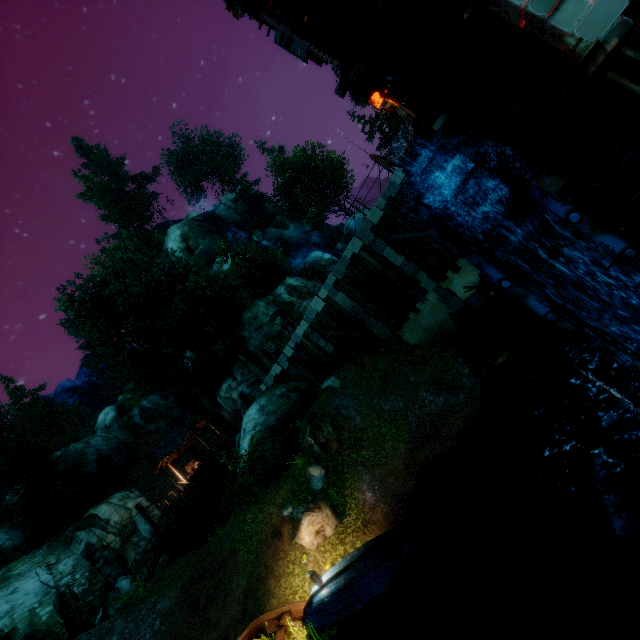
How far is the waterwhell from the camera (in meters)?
6.71

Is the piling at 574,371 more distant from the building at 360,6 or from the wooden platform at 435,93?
the wooden platform at 435,93

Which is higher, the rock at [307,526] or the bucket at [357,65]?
the bucket at [357,65]

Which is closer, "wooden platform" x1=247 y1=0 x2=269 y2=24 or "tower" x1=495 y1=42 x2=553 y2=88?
"wooden platform" x1=247 y1=0 x2=269 y2=24

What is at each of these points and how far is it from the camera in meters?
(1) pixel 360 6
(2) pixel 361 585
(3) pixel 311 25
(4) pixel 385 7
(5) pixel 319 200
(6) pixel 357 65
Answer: (1) building, 6.7 m
(2) boat, 8.8 m
(3) wooden platform, 6.2 m
(4) tower, 5.2 m
(5) tree, 43.2 m
(6) bucket, 4.7 m

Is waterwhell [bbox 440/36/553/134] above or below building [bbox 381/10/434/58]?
below

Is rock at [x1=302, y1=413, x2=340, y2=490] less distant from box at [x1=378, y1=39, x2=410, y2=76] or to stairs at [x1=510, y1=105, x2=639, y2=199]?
stairs at [x1=510, y1=105, x2=639, y2=199]

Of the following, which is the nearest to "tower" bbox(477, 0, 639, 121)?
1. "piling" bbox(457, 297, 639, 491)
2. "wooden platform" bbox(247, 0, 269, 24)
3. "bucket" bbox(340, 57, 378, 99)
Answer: "wooden platform" bbox(247, 0, 269, 24)
